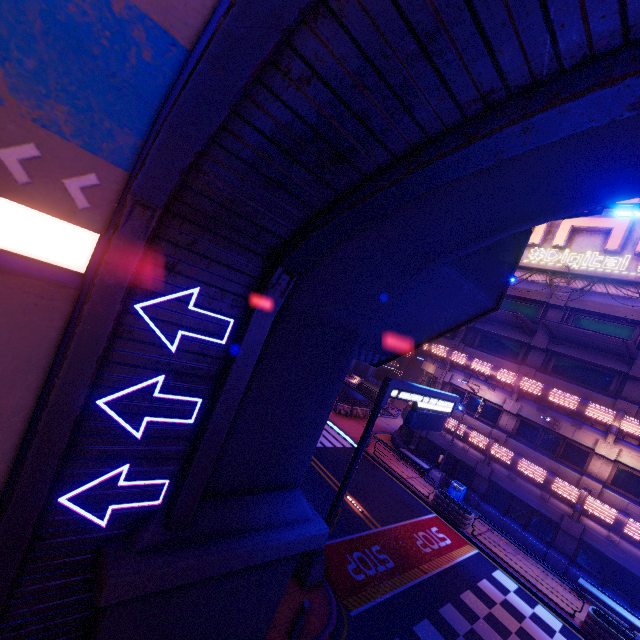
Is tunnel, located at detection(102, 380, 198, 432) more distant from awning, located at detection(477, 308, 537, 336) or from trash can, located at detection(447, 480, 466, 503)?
trash can, located at detection(447, 480, 466, 503)

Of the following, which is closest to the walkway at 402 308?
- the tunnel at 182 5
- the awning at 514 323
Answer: the tunnel at 182 5

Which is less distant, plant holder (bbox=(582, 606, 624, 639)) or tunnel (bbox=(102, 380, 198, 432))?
tunnel (bbox=(102, 380, 198, 432))

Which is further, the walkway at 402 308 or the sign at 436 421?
the sign at 436 421

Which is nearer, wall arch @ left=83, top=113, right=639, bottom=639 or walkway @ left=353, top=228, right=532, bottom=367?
wall arch @ left=83, top=113, right=639, bottom=639

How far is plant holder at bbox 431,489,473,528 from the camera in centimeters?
1814cm

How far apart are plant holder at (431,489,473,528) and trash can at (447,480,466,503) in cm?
116

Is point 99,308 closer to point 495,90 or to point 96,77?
point 96,77
